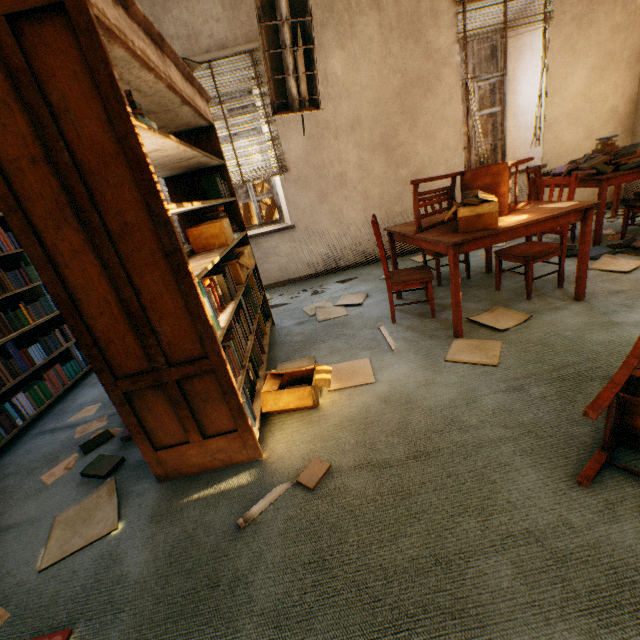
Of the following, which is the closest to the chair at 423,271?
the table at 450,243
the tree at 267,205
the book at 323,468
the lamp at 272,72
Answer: the table at 450,243

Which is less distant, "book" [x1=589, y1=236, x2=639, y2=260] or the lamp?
the lamp

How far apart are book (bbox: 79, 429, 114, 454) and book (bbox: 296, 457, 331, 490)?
1.6m

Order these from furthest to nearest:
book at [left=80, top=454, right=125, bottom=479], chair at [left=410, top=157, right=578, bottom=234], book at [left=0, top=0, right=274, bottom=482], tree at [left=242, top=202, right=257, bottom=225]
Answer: tree at [left=242, top=202, right=257, bottom=225], chair at [left=410, top=157, right=578, bottom=234], book at [left=80, top=454, right=125, bottom=479], book at [left=0, top=0, right=274, bottom=482]

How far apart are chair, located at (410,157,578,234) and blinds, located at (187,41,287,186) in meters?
2.1 m

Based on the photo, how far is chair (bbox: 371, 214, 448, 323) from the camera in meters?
2.8 m

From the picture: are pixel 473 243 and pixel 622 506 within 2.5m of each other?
yes

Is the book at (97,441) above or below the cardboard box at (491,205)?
below
